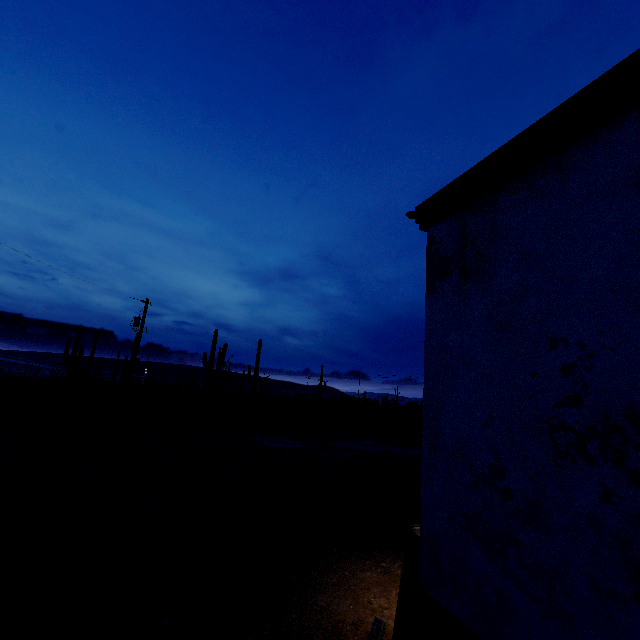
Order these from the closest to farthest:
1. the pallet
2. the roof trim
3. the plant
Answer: the roof trim → the pallet → the plant

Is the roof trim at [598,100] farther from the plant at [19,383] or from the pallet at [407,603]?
the plant at [19,383]

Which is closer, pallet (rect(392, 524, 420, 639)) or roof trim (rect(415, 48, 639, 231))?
roof trim (rect(415, 48, 639, 231))

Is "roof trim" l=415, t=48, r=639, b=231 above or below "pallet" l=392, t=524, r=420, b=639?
above

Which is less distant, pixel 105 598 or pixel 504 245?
pixel 504 245

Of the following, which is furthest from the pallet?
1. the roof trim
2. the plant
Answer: the plant

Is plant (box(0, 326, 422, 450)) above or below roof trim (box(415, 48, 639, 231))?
below
